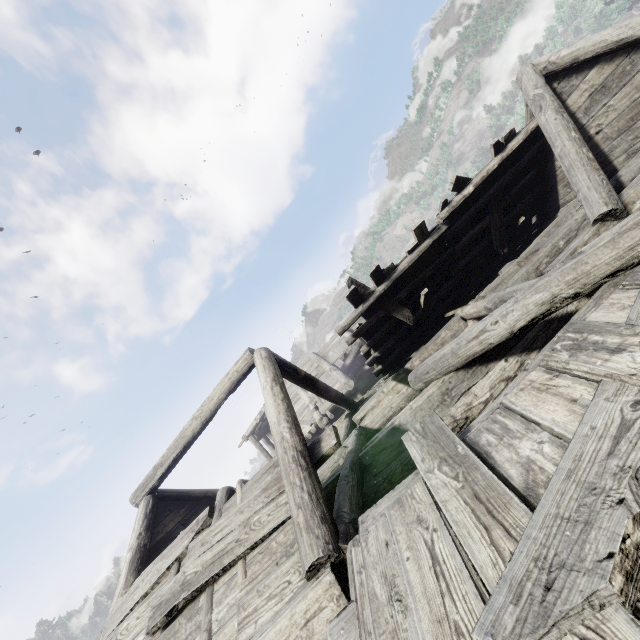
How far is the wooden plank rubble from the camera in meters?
8.2

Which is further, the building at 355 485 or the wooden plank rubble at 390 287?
the wooden plank rubble at 390 287

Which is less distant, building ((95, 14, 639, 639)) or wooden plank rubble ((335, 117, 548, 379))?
building ((95, 14, 639, 639))

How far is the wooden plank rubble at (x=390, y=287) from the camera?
8.16m

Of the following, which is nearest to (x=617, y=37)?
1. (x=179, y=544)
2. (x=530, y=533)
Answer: (x=530, y=533)
